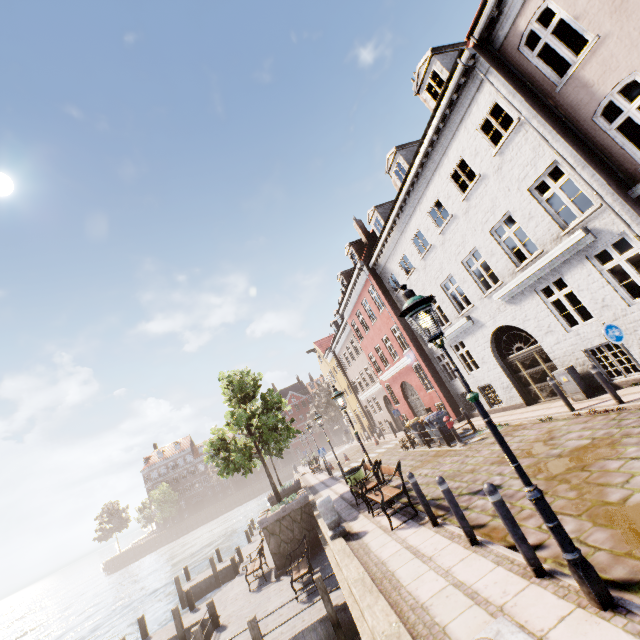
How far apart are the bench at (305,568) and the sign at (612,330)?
10.73m

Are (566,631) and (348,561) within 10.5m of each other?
yes

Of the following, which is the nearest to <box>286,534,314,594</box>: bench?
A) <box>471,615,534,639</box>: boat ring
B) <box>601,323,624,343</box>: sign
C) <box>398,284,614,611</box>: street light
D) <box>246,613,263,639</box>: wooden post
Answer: <box>246,613,263,639</box>: wooden post

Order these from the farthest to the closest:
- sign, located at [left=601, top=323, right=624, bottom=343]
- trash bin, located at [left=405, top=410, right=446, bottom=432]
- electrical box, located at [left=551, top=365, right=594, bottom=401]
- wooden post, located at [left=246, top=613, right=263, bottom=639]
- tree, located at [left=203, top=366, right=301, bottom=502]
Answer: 1. tree, located at [left=203, top=366, right=301, bottom=502]
2. trash bin, located at [left=405, top=410, right=446, bottom=432]
3. electrical box, located at [left=551, top=365, right=594, bottom=401]
4. wooden post, located at [left=246, top=613, right=263, bottom=639]
5. sign, located at [left=601, top=323, right=624, bottom=343]

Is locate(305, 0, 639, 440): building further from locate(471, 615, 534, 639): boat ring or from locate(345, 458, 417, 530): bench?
locate(471, 615, 534, 639): boat ring

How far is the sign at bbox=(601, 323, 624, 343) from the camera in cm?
757

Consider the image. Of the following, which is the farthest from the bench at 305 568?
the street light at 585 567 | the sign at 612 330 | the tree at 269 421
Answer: the sign at 612 330

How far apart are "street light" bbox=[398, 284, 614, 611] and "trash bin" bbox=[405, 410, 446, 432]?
12.5m
